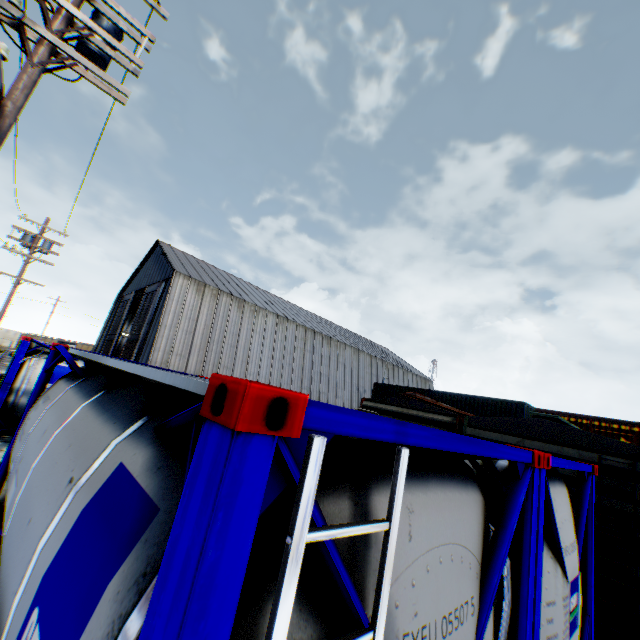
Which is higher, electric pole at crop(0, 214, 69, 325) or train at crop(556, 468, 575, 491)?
electric pole at crop(0, 214, 69, 325)

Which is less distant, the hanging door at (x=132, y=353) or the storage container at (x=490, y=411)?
the storage container at (x=490, y=411)

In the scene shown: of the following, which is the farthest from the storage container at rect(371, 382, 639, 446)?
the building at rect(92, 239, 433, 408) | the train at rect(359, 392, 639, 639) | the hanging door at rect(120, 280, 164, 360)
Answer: the hanging door at rect(120, 280, 164, 360)

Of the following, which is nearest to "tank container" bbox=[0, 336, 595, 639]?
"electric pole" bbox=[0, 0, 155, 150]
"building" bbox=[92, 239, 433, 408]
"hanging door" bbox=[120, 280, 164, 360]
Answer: "electric pole" bbox=[0, 0, 155, 150]

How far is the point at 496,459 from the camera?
3.12m

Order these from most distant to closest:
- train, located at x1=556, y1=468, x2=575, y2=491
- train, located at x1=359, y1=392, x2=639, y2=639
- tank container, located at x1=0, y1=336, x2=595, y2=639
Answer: train, located at x1=556, y1=468, x2=575, y2=491 → train, located at x1=359, y1=392, x2=639, y2=639 → tank container, located at x1=0, y1=336, x2=595, y2=639

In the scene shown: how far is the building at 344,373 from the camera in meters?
27.6

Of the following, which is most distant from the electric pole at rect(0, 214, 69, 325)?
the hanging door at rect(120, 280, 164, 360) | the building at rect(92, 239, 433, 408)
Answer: the hanging door at rect(120, 280, 164, 360)
